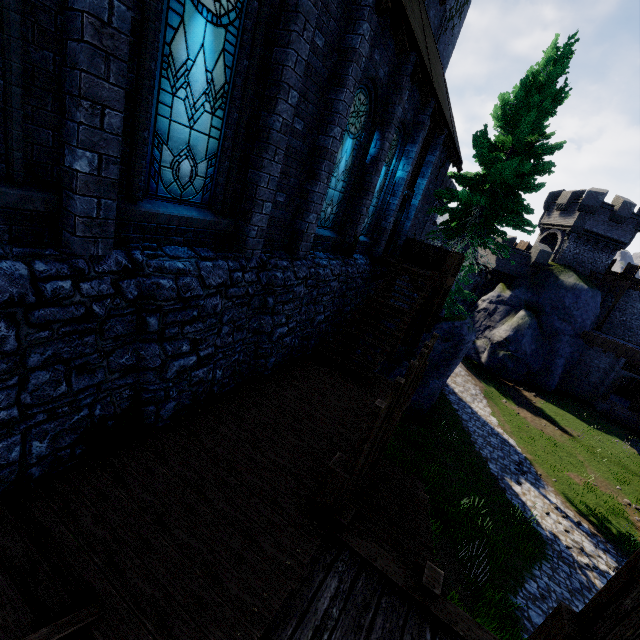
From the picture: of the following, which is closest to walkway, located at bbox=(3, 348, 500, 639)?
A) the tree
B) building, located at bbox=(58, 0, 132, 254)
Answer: building, located at bbox=(58, 0, 132, 254)

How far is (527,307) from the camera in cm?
2988

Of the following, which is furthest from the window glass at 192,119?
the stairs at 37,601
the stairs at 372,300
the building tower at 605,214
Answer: the building tower at 605,214

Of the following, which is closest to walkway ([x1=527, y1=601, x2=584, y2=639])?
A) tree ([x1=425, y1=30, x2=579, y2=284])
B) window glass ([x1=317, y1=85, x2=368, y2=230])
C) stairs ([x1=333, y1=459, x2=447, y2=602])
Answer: stairs ([x1=333, y1=459, x2=447, y2=602])

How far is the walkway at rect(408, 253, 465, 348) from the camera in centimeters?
1212cm

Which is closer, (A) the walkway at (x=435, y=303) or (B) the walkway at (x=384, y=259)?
(A) the walkway at (x=435, y=303)

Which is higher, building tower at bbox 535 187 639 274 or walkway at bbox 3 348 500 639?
building tower at bbox 535 187 639 274

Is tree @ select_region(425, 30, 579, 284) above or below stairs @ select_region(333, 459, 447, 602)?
above
